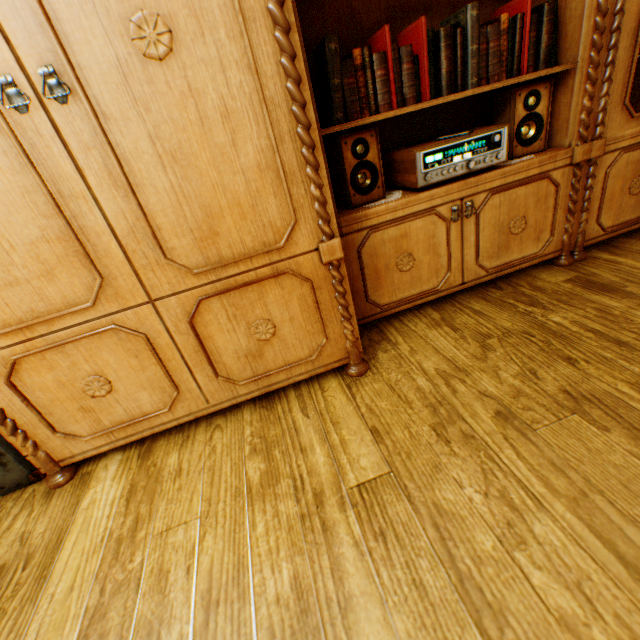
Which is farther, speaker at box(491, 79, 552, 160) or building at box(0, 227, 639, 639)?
speaker at box(491, 79, 552, 160)

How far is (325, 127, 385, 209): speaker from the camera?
1.38m

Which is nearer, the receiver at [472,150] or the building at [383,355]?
the building at [383,355]

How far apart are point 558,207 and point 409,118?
0.9m

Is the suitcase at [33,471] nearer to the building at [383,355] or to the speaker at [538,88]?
the building at [383,355]

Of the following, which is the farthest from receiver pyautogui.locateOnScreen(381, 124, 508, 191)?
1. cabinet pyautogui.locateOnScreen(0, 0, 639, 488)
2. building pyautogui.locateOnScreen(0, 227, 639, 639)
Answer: building pyautogui.locateOnScreen(0, 227, 639, 639)

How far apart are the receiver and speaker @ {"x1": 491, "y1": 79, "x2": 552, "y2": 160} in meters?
0.1 m

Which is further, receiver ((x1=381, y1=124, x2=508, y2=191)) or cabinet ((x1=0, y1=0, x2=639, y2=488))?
receiver ((x1=381, y1=124, x2=508, y2=191))
